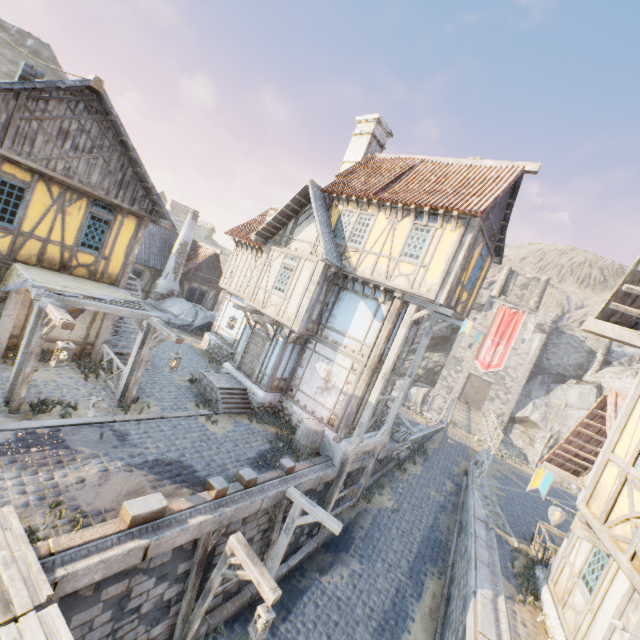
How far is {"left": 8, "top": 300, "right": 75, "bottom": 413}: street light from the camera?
7.2m

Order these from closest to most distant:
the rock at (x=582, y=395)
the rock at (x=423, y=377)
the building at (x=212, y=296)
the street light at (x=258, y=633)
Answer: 1. the street light at (x=258, y=633)
2. the building at (x=212, y=296)
3. the rock at (x=582, y=395)
4. the rock at (x=423, y=377)

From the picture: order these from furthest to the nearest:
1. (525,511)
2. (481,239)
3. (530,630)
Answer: (525,511)
(481,239)
(530,630)

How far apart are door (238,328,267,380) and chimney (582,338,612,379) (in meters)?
42.30

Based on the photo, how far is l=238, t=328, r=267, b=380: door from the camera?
14.3m

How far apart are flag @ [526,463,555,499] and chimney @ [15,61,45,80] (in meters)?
16.51

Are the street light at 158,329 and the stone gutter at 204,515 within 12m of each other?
yes

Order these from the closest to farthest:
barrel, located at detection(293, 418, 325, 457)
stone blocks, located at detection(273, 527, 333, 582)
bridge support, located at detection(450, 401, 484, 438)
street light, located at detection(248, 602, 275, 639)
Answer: street light, located at detection(248, 602, 275, 639) → stone blocks, located at detection(273, 527, 333, 582) → barrel, located at detection(293, 418, 325, 457) → bridge support, located at detection(450, 401, 484, 438)
